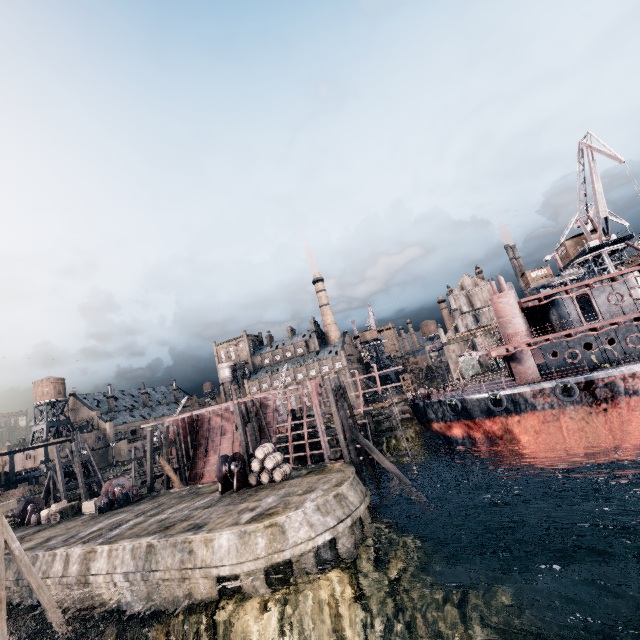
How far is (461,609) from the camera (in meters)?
15.20

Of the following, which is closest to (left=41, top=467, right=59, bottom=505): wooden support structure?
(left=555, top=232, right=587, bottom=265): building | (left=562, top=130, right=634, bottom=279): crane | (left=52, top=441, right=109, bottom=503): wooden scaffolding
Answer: (left=52, top=441, right=109, bottom=503): wooden scaffolding

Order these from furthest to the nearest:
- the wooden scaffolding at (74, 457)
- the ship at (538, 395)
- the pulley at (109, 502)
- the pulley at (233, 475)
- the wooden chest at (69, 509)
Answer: the wooden scaffolding at (74, 457) → the wooden chest at (69, 509) → the pulley at (109, 502) → the ship at (538, 395) → the pulley at (233, 475)

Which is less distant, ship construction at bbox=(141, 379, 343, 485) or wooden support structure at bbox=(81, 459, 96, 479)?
ship construction at bbox=(141, 379, 343, 485)

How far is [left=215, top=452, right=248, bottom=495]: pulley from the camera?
23.67m

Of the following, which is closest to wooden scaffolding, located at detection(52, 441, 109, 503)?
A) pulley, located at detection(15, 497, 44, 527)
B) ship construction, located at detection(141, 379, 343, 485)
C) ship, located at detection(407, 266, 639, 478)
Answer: pulley, located at detection(15, 497, 44, 527)

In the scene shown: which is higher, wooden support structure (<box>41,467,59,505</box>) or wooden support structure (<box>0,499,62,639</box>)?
wooden support structure (<box>41,467,59,505</box>)

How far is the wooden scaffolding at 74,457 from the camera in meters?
36.9
